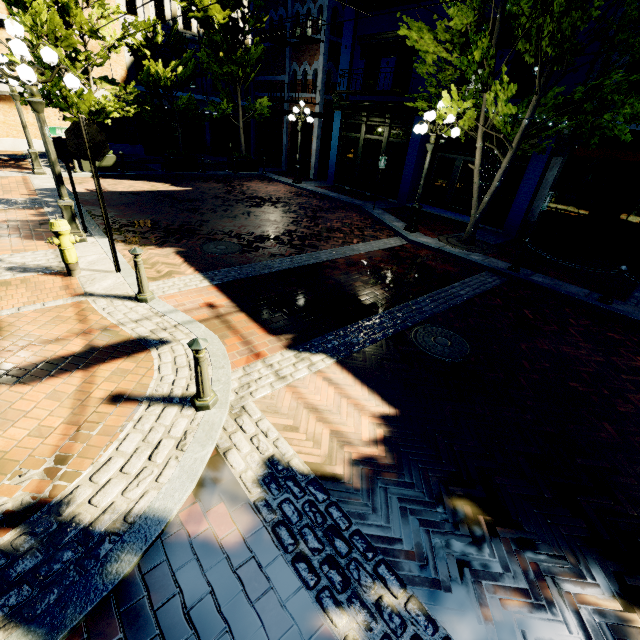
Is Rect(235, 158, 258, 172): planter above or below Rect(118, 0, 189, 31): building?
below

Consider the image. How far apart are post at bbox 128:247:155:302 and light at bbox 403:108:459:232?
8.1 meters

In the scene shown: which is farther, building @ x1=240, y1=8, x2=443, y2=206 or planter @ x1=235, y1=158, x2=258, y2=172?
planter @ x1=235, y1=158, x2=258, y2=172

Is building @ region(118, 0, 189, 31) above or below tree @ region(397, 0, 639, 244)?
above

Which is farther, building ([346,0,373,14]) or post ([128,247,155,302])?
building ([346,0,373,14])

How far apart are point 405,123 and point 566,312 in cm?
1119

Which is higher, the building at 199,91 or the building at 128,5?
the building at 128,5

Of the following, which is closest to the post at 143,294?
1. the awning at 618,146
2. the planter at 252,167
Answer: the awning at 618,146
